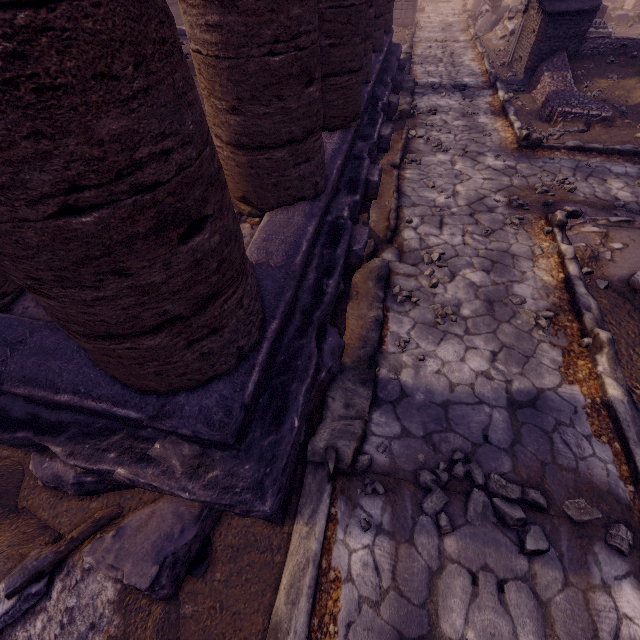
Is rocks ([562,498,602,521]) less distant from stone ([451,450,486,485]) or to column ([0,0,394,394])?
stone ([451,450,486,485])

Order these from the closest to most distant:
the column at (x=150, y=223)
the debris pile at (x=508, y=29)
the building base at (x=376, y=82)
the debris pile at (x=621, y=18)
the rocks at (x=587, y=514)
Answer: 1. the column at (x=150, y=223)
2. the building base at (x=376, y=82)
3. the rocks at (x=587, y=514)
4. the debris pile at (x=508, y=29)
5. the debris pile at (x=621, y=18)

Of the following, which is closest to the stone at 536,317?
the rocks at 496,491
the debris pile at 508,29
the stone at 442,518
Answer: the rocks at 496,491

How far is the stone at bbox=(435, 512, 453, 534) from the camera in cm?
243

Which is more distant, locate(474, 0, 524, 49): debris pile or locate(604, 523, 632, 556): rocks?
locate(474, 0, 524, 49): debris pile

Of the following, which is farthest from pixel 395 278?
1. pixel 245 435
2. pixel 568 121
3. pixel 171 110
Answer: pixel 568 121

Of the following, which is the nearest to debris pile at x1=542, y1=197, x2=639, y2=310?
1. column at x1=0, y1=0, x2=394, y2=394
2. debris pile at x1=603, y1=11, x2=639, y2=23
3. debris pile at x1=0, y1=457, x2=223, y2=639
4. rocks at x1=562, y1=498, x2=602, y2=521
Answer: rocks at x1=562, y1=498, x2=602, y2=521

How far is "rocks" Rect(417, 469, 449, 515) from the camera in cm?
255
